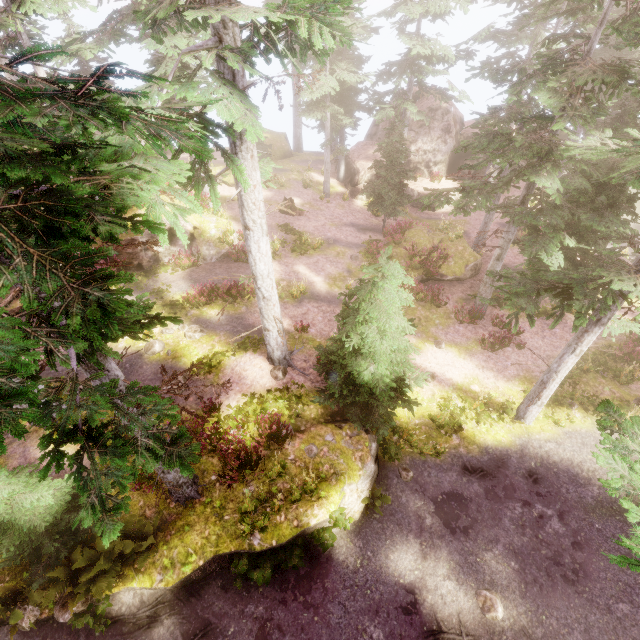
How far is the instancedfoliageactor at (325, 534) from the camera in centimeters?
953cm

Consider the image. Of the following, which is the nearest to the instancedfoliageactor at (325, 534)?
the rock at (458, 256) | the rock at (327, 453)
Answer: the rock at (327, 453)

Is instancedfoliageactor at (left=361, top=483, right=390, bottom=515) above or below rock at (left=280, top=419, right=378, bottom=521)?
below

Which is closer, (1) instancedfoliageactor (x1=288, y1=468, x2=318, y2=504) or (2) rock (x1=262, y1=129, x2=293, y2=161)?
(1) instancedfoliageactor (x1=288, y1=468, x2=318, y2=504)

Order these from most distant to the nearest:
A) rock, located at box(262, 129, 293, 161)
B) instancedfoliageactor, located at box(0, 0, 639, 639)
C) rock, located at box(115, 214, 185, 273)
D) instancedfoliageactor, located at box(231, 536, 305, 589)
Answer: rock, located at box(262, 129, 293, 161) → rock, located at box(115, 214, 185, 273) → instancedfoliageactor, located at box(231, 536, 305, 589) → instancedfoliageactor, located at box(0, 0, 639, 639)

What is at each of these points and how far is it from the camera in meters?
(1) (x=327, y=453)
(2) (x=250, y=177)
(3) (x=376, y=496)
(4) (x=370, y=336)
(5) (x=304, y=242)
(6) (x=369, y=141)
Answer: (1) rock, 10.7 m
(2) instancedfoliageactor, 8.3 m
(3) instancedfoliageactor, 10.7 m
(4) instancedfoliageactor, 9.8 m
(5) instancedfoliageactor, 21.8 m
(6) rock, 30.1 m

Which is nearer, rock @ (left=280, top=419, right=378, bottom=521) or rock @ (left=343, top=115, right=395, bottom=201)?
rock @ (left=280, top=419, right=378, bottom=521)

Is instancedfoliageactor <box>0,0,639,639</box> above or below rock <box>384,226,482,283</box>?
above
